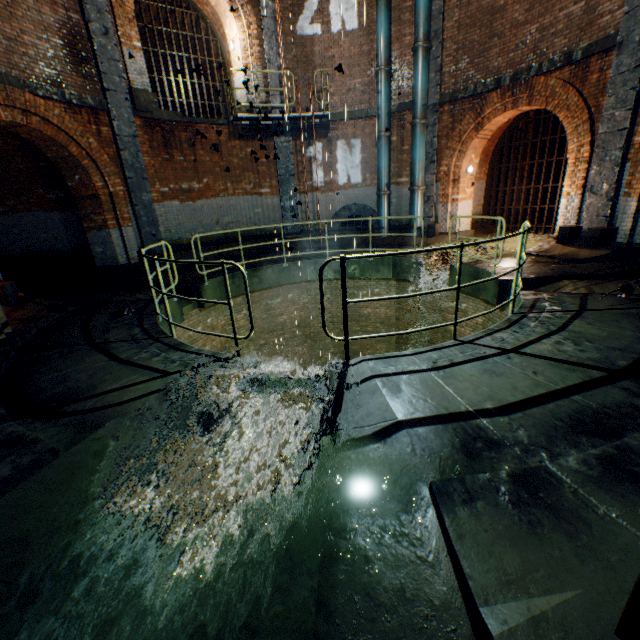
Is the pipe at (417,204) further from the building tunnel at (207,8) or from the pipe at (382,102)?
the building tunnel at (207,8)

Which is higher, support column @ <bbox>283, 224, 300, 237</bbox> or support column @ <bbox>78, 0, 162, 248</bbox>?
support column @ <bbox>78, 0, 162, 248</bbox>

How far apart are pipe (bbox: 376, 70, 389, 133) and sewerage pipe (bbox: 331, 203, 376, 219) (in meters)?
2.53

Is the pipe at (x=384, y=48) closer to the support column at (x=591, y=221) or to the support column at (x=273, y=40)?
the support column at (x=273, y=40)

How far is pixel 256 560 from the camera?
1.93m

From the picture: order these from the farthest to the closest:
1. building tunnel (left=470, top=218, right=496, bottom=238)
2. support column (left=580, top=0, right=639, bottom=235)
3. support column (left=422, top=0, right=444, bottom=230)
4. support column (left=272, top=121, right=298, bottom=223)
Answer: building tunnel (left=470, top=218, right=496, bottom=238), support column (left=272, top=121, right=298, bottom=223), support column (left=422, top=0, right=444, bottom=230), support column (left=580, top=0, right=639, bottom=235)

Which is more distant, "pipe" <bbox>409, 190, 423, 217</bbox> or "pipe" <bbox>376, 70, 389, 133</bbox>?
"pipe" <bbox>409, 190, 423, 217</bbox>

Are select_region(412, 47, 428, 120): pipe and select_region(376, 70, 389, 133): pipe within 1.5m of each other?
yes
